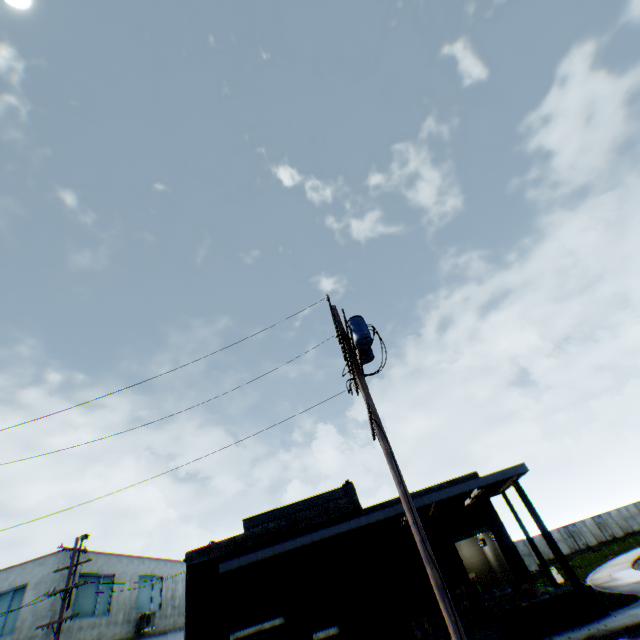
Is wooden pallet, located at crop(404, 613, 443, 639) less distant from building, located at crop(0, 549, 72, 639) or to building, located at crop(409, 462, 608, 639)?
building, located at crop(409, 462, 608, 639)

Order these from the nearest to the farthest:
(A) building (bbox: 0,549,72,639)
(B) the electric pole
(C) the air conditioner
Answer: (B) the electric pole → (A) building (bbox: 0,549,72,639) → (C) the air conditioner

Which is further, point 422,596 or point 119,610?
point 119,610

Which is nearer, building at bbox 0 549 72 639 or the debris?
the debris

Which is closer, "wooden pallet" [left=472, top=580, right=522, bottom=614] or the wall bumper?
the wall bumper

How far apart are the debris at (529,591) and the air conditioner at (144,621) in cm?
2668

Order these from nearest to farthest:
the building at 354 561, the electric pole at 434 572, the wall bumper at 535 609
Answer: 1. the electric pole at 434 572
2. the wall bumper at 535 609
3. the building at 354 561

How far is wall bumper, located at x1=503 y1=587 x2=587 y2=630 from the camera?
13.7 meters
